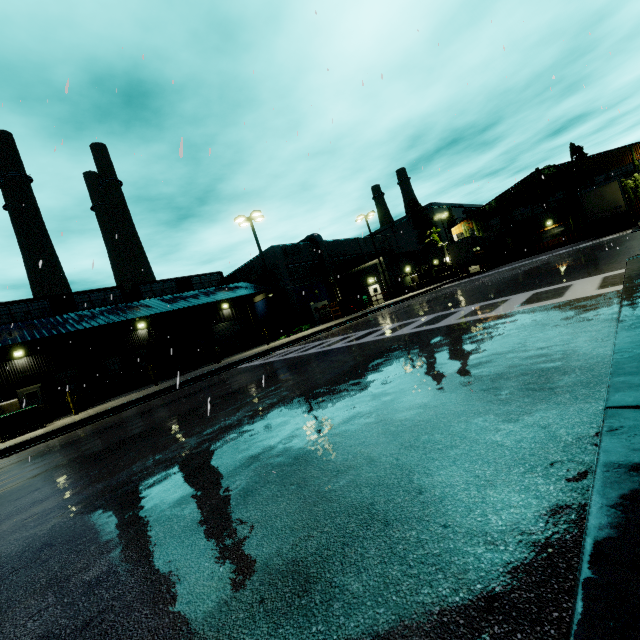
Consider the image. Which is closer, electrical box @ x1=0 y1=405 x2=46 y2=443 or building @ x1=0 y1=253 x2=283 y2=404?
electrical box @ x1=0 y1=405 x2=46 y2=443

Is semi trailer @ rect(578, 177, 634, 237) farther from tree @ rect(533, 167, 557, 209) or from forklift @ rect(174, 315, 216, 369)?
forklift @ rect(174, 315, 216, 369)

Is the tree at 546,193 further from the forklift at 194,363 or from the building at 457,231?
the forklift at 194,363

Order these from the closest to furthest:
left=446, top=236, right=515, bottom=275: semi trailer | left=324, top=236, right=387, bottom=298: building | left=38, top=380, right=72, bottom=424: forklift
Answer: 1. left=38, top=380, right=72, bottom=424: forklift
2. left=446, top=236, right=515, bottom=275: semi trailer
3. left=324, top=236, right=387, bottom=298: building

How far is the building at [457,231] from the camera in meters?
47.9

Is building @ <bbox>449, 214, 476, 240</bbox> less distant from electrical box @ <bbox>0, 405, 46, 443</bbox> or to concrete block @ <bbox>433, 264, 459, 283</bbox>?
concrete block @ <bbox>433, 264, 459, 283</bbox>

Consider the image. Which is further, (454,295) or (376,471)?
(454,295)

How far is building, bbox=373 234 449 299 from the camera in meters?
36.1 m
